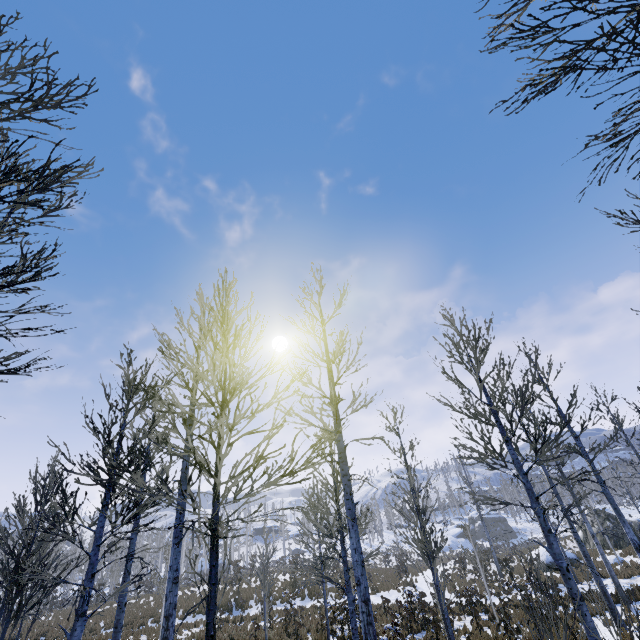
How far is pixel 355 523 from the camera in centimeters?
625cm
